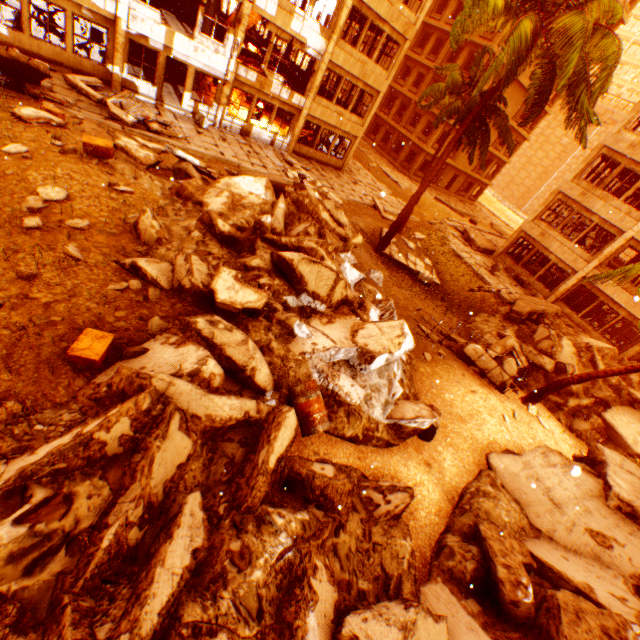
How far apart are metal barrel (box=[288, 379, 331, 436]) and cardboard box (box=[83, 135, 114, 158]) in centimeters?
869cm

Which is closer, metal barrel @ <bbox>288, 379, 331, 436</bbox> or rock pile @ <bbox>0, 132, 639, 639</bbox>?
rock pile @ <bbox>0, 132, 639, 639</bbox>

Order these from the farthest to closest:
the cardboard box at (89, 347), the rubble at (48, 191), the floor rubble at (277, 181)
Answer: the floor rubble at (277, 181)
the rubble at (48, 191)
the cardboard box at (89, 347)

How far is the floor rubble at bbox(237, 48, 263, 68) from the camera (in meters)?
23.60

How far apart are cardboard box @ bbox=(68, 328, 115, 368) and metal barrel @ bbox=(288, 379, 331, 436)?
2.9m

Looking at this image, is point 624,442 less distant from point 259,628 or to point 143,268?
point 259,628

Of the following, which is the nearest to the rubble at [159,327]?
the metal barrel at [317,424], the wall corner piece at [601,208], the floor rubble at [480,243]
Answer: the metal barrel at [317,424]

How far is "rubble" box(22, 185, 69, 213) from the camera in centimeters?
654cm
